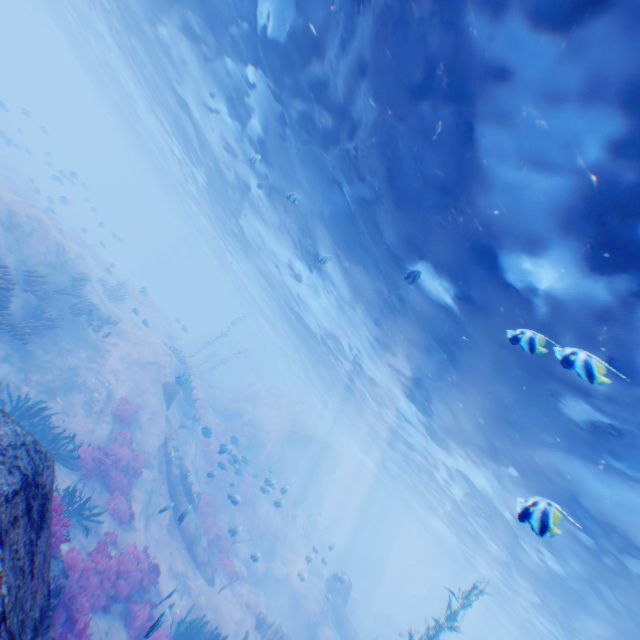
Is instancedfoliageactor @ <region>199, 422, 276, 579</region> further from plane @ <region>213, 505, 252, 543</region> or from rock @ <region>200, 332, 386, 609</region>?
plane @ <region>213, 505, 252, 543</region>

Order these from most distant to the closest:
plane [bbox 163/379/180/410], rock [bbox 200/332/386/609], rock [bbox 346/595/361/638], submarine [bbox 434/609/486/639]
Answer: submarine [bbox 434/609/486/639], rock [bbox 200/332/386/609], rock [bbox 346/595/361/638], plane [bbox 163/379/180/410]

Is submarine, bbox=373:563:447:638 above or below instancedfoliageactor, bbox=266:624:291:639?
above

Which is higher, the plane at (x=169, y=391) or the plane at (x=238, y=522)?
the plane at (x=169, y=391)

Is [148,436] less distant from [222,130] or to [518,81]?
[222,130]

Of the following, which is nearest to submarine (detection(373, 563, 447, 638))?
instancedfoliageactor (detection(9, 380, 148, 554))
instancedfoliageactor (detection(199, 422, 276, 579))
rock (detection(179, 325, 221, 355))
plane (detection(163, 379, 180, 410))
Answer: plane (detection(163, 379, 180, 410))

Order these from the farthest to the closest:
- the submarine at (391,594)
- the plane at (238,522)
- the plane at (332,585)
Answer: the submarine at (391,594) < the plane at (332,585) < the plane at (238,522)

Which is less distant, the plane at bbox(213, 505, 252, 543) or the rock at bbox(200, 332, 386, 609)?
the plane at bbox(213, 505, 252, 543)
